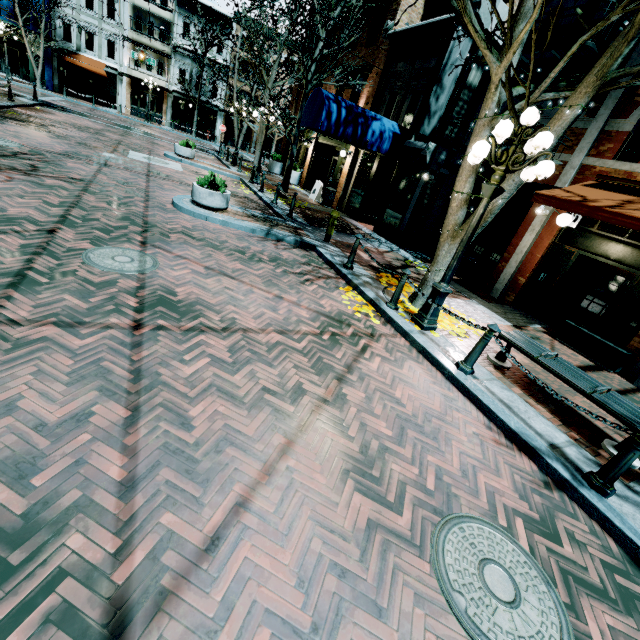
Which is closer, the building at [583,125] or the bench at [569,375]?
the bench at [569,375]

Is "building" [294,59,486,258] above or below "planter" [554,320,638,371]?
above

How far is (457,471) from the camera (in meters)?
3.31

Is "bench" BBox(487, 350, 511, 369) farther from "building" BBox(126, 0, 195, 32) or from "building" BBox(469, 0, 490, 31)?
"building" BBox(126, 0, 195, 32)

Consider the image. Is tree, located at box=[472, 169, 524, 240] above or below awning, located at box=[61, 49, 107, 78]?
below

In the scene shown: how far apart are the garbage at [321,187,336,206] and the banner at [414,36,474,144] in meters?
5.9

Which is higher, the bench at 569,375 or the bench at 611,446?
the bench at 569,375

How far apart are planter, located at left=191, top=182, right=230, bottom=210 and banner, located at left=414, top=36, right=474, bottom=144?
6.7m
